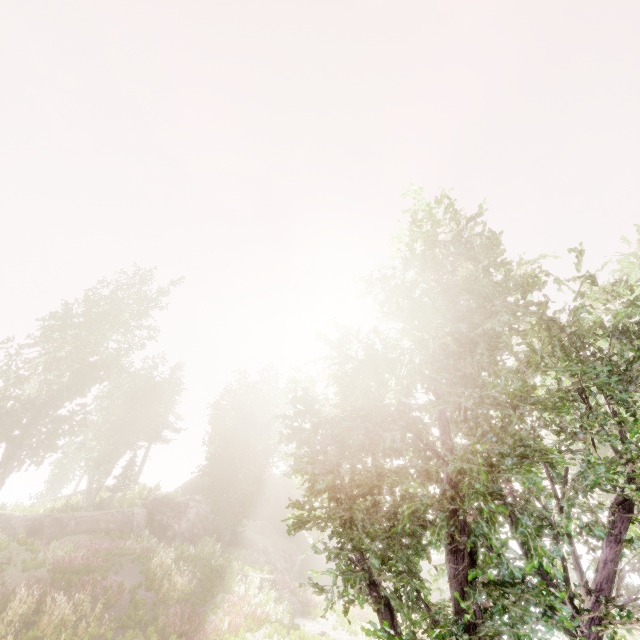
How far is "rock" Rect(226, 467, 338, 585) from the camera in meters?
29.5

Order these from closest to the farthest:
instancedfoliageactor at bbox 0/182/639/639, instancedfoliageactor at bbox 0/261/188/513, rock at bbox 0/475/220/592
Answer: instancedfoliageactor at bbox 0/182/639/639, rock at bbox 0/475/220/592, instancedfoliageactor at bbox 0/261/188/513

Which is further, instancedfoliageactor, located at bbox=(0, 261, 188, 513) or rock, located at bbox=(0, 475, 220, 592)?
instancedfoliageactor, located at bbox=(0, 261, 188, 513)

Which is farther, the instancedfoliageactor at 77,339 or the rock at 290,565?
the rock at 290,565

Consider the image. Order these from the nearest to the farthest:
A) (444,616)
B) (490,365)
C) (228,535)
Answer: (444,616), (490,365), (228,535)

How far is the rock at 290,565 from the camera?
29.52m
